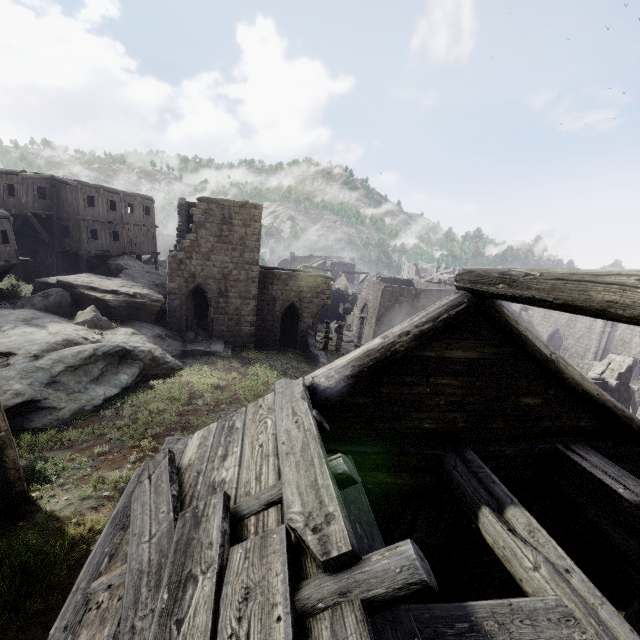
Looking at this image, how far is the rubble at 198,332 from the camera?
22.66m

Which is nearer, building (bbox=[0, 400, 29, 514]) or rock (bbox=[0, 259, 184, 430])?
building (bbox=[0, 400, 29, 514])

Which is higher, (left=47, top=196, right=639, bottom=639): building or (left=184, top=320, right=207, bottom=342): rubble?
(left=47, top=196, right=639, bottom=639): building

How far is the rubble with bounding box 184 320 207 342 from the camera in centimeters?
2266cm

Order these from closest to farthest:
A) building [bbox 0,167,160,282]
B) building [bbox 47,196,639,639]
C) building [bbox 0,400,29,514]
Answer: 1. building [bbox 47,196,639,639]
2. building [bbox 0,400,29,514]
3. building [bbox 0,167,160,282]

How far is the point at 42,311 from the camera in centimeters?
1814cm

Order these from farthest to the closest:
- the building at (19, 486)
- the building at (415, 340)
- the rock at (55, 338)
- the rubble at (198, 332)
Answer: the rubble at (198, 332), the rock at (55, 338), the building at (19, 486), the building at (415, 340)
